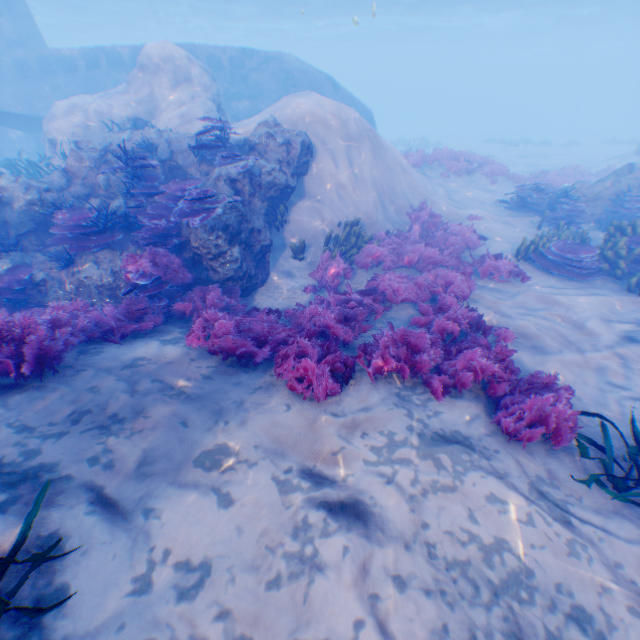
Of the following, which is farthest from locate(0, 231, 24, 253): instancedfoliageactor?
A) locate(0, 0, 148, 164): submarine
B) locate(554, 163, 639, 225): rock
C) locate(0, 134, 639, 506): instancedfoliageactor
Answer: locate(554, 163, 639, 225): rock

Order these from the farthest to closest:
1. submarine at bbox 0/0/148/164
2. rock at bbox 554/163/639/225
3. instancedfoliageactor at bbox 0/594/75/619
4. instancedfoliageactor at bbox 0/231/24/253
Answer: submarine at bbox 0/0/148/164, rock at bbox 554/163/639/225, instancedfoliageactor at bbox 0/231/24/253, instancedfoliageactor at bbox 0/594/75/619

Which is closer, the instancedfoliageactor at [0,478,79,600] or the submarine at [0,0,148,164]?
the instancedfoliageactor at [0,478,79,600]

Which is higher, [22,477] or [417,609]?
Result: [22,477]

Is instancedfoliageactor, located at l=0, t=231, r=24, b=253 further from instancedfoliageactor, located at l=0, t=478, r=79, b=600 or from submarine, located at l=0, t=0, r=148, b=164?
submarine, located at l=0, t=0, r=148, b=164

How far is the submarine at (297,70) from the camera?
18.28m

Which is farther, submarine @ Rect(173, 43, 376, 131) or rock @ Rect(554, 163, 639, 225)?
submarine @ Rect(173, 43, 376, 131)

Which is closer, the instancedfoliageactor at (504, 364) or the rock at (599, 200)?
the instancedfoliageactor at (504, 364)
